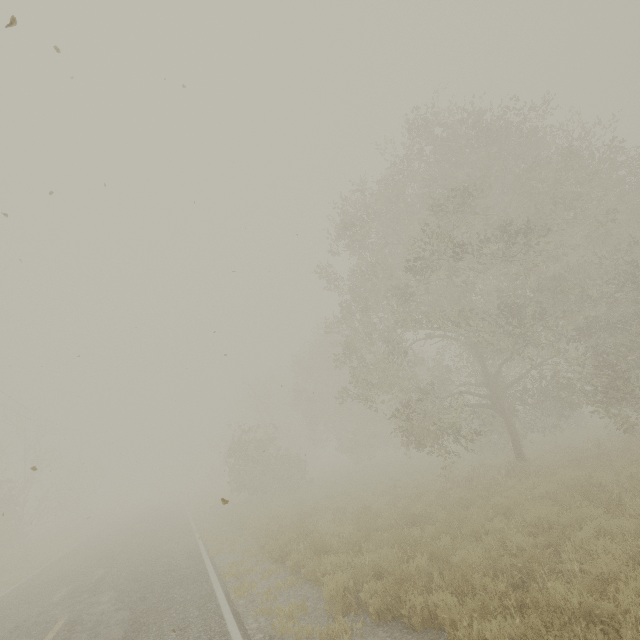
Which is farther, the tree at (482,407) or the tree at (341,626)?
the tree at (482,407)

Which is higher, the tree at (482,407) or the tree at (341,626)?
the tree at (482,407)

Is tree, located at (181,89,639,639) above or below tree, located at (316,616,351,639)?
above

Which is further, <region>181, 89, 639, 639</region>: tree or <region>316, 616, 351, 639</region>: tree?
<region>181, 89, 639, 639</region>: tree

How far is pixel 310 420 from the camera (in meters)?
33.62
